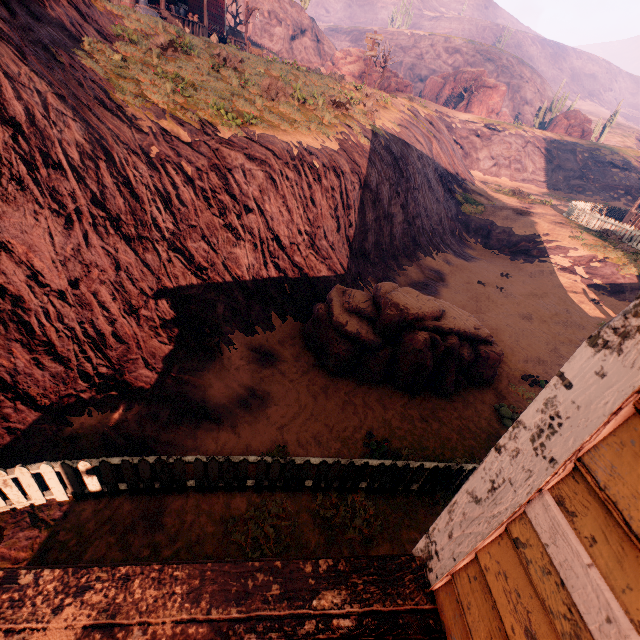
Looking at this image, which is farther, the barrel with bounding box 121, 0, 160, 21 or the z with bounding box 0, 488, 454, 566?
the barrel with bounding box 121, 0, 160, 21

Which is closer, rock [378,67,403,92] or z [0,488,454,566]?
z [0,488,454,566]

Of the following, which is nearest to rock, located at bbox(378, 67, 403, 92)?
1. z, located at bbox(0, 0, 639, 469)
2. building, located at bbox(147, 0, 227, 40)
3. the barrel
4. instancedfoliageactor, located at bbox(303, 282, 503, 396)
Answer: z, located at bbox(0, 0, 639, 469)

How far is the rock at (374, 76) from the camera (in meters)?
34.78

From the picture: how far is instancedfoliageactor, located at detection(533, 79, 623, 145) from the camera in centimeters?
4116cm

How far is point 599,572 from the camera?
0.7 meters

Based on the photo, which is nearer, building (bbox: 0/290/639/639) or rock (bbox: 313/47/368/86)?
building (bbox: 0/290/639/639)

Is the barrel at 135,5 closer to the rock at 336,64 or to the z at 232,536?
the z at 232,536
